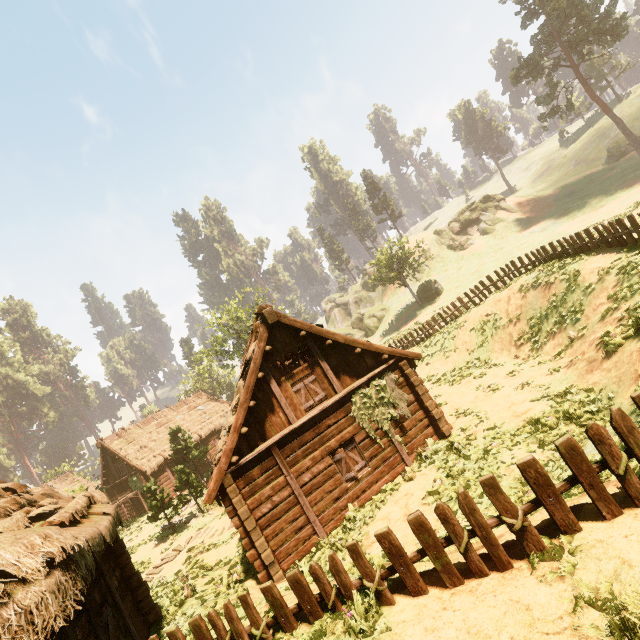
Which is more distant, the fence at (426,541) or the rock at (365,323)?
the rock at (365,323)

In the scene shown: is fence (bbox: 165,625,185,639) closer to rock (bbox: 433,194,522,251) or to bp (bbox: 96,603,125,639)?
bp (bbox: 96,603,125,639)

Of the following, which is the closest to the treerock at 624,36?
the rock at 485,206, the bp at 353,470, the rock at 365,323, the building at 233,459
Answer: the building at 233,459

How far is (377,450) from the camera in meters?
11.9 m

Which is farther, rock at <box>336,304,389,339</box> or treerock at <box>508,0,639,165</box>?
rock at <box>336,304,389,339</box>

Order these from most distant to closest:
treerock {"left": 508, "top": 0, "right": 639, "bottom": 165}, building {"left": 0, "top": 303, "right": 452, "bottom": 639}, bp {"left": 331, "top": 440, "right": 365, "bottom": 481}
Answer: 1. treerock {"left": 508, "top": 0, "right": 639, "bottom": 165}
2. bp {"left": 331, "top": 440, "right": 365, "bottom": 481}
3. building {"left": 0, "top": 303, "right": 452, "bottom": 639}

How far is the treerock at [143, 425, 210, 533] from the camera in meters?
20.1
